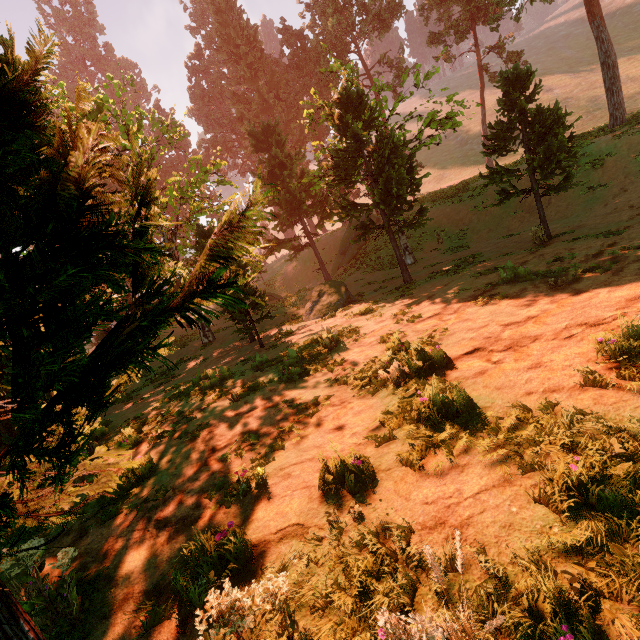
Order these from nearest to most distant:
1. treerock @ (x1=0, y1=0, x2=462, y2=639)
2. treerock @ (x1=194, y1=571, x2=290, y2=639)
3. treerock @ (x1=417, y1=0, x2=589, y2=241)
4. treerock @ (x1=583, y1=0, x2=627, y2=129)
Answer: treerock @ (x1=0, y1=0, x2=462, y2=639) < treerock @ (x1=194, y1=571, x2=290, y2=639) < treerock @ (x1=417, y1=0, x2=589, y2=241) < treerock @ (x1=583, y1=0, x2=627, y2=129)

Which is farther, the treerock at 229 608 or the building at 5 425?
the building at 5 425

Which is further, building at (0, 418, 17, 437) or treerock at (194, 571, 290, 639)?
building at (0, 418, 17, 437)

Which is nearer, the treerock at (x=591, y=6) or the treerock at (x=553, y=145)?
the treerock at (x=553, y=145)

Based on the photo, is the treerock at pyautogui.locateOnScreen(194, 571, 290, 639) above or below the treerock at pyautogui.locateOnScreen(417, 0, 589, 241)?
below

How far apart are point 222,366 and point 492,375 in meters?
10.5

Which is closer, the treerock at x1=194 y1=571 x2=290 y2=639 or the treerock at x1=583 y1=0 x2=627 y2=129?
the treerock at x1=194 y1=571 x2=290 y2=639
